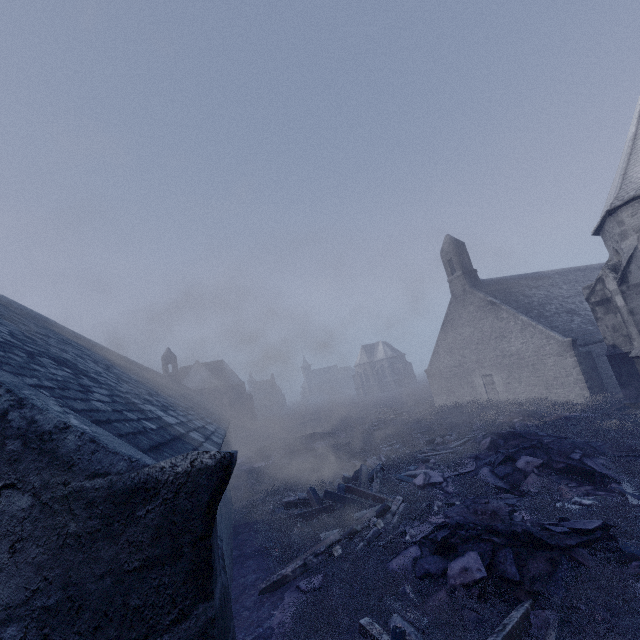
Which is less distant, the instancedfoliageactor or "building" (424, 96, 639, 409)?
the instancedfoliageactor

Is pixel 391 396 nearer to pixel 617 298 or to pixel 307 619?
pixel 617 298

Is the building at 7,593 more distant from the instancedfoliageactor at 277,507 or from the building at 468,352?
the building at 468,352

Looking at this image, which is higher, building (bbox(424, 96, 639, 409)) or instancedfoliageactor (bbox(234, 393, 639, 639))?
building (bbox(424, 96, 639, 409))

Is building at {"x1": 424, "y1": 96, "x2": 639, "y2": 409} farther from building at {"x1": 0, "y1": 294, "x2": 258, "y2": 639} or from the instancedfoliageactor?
building at {"x1": 0, "y1": 294, "x2": 258, "y2": 639}

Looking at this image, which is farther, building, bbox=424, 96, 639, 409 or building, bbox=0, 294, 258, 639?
building, bbox=424, 96, 639, 409

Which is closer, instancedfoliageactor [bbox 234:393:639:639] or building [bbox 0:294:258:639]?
building [bbox 0:294:258:639]

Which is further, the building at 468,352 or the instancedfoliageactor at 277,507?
the building at 468,352
